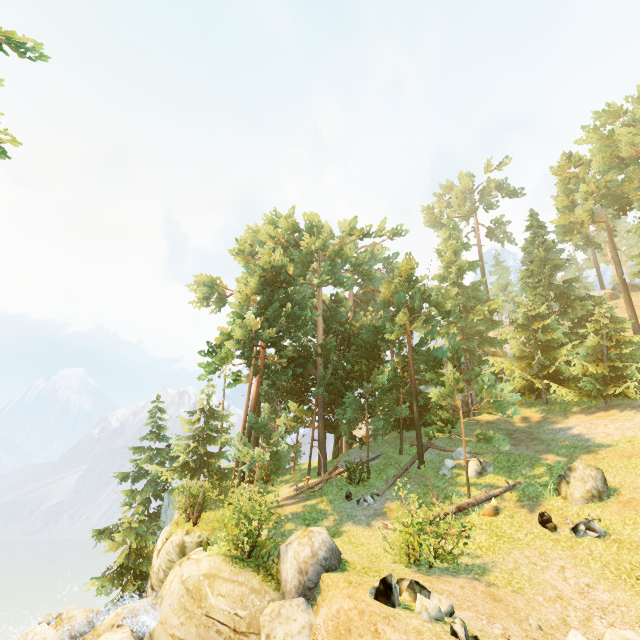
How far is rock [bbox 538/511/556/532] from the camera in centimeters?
1230cm

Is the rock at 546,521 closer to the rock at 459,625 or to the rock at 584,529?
the rock at 584,529

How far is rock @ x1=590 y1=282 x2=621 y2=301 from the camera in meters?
44.3 m

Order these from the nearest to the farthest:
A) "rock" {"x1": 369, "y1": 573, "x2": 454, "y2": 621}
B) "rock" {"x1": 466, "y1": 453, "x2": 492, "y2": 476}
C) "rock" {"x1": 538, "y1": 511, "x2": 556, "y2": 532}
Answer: "rock" {"x1": 369, "y1": 573, "x2": 454, "y2": 621} < "rock" {"x1": 538, "y1": 511, "x2": 556, "y2": 532} < "rock" {"x1": 466, "y1": 453, "x2": 492, "y2": 476}

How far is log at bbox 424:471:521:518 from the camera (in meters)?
14.27

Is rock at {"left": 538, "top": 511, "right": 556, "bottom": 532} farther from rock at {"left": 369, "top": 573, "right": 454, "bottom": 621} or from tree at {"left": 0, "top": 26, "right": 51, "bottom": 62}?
rock at {"left": 369, "top": 573, "right": 454, "bottom": 621}

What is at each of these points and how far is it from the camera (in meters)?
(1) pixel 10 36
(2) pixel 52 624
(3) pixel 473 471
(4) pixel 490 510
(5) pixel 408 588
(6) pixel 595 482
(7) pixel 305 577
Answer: (1) tree, 13.49
(2) rock, 11.12
(3) rock, 17.38
(4) log, 14.23
(5) rock, 8.41
(6) rock, 13.18
(7) rock, 9.34

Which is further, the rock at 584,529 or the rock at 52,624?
the rock at 584,529
